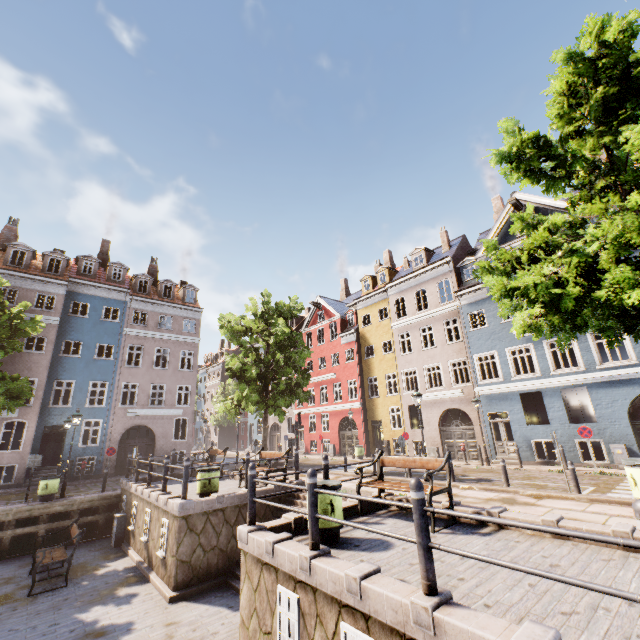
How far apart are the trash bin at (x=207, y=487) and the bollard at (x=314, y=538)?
6.5m

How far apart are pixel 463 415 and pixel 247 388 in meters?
14.4

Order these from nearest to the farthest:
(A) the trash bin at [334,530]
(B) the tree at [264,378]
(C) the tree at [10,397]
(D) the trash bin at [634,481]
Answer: (A) the trash bin at [334,530], (D) the trash bin at [634,481], (C) the tree at [10,397], (B) the tree at [264,378]

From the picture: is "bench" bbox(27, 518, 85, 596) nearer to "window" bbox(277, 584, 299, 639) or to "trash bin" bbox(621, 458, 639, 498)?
"window" bbox(277, 584, 299, 639)

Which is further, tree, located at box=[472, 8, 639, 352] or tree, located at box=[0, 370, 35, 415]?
→ tree, located at box=[0, 370, 35, 415]

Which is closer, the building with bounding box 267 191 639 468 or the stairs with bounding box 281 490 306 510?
the stairs with bounding box 281 490 306 510

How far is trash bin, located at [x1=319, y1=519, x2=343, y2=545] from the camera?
5.9 meters

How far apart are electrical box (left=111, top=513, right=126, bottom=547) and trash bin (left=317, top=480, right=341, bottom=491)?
10.7 meters
